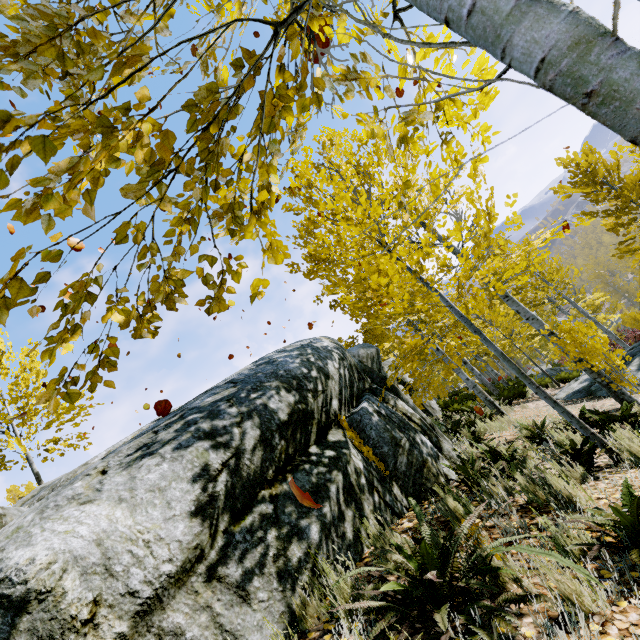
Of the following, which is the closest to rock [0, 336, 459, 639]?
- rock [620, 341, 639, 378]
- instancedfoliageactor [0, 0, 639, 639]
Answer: instancedfoliageactor [0, 0, 639, 639]

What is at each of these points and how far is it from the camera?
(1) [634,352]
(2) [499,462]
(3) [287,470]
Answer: (1) rock, 9.67m
(2) instancedfoliageactor, 3.95m
(3) rock, 3.19m

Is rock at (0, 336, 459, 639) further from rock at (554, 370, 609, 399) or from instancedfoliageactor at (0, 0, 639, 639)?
rock at (554, 370, 609, 399)

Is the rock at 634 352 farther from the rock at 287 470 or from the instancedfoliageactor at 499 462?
the rock at 287 470

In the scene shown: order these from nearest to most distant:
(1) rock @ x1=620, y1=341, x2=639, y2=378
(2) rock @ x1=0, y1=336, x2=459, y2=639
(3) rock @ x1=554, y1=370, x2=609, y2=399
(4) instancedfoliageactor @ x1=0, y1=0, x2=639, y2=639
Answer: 1. (4) instancedfoliageactor @ x1=0, y1=0, x2=639, y2=639
2. (2) rock @ x1=0, y1=336, x2=459, y2=639
3. (1) rock @ x1=620, y1=341, x2=639, y2=378
4. (3) rock @ x1=554, y1=370, x2=609, y2=399

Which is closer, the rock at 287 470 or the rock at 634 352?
the rock at 287 470

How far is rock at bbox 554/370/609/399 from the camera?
9.21m
